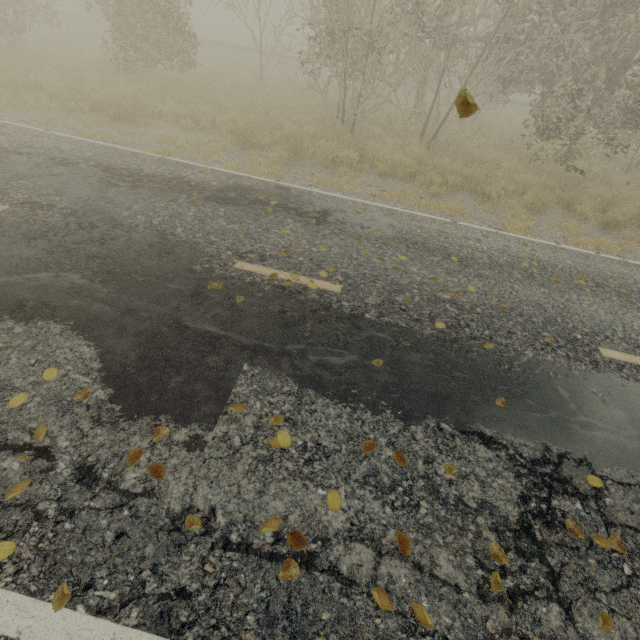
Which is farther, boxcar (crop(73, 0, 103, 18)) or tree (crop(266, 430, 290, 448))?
boxcar (crop(73, 0, 103, 18))

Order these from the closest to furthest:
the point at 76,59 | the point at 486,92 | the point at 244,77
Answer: the point at 486,92
the point at 76,59
the point at 244,77

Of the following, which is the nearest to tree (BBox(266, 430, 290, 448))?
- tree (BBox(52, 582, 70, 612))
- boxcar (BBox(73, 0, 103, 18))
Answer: tree (BBox(52, 582, 70, 612))

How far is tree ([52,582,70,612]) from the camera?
1.87m

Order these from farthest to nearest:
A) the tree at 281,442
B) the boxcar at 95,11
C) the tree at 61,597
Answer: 1. the boxcar at 95,11
2. the tree at 281,442
3. the tree at 61,597

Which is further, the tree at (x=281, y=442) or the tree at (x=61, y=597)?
the tree at (x=281, y=442)

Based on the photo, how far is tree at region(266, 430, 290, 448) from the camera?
2.7 meters

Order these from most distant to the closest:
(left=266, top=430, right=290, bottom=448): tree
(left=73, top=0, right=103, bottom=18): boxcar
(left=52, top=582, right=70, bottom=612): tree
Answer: (left=73, top=0, right=103, bottom=18): boxcar
(left=266, top=430, right=290, bottom=448): tree
(left=52, top=582, right=70, bottom=612): tree
